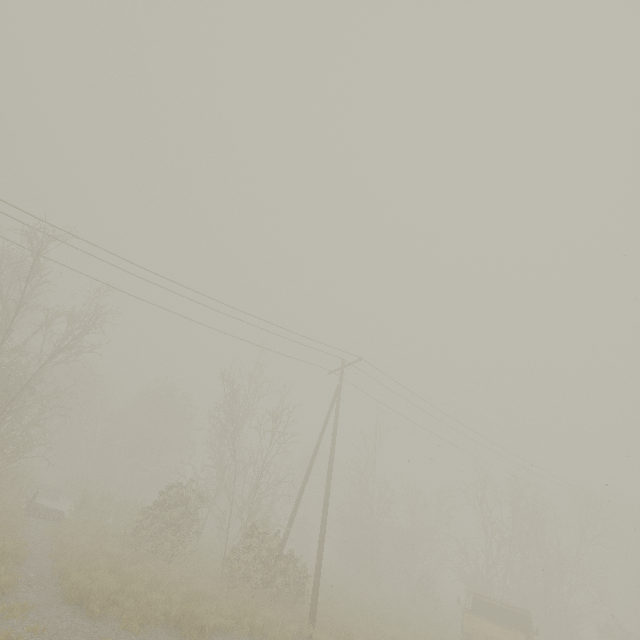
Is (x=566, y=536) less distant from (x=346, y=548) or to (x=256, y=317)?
(x=346, y=548)
